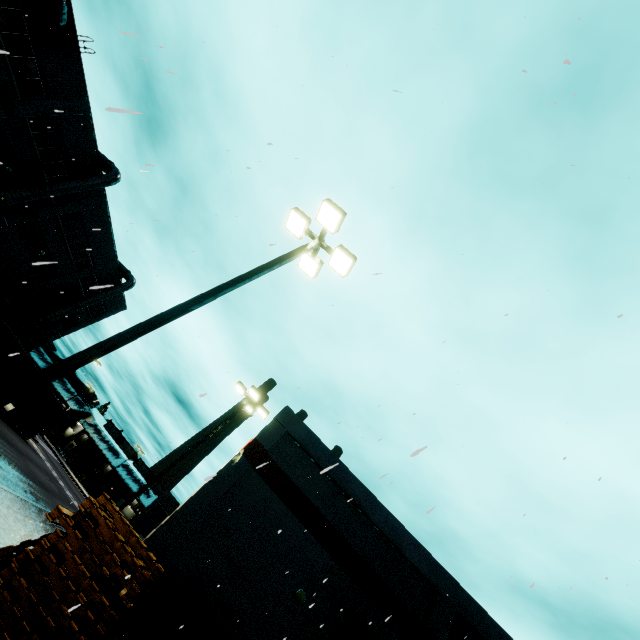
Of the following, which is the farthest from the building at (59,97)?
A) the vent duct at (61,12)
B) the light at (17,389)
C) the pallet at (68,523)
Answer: the light at (17,389)

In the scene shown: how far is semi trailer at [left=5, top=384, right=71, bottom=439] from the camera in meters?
29.4

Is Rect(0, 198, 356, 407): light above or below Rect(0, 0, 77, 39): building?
below

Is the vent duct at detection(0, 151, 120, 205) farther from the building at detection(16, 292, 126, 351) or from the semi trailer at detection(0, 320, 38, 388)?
the semi trailer at detection(0, 320, 38, 388)

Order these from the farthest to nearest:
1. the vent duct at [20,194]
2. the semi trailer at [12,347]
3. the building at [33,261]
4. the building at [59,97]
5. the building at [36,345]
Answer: the building at [36,345] < the building at [33,261] < the semi trailer at [12,347] < the vent duct at [20,194] < the building at [59,97]

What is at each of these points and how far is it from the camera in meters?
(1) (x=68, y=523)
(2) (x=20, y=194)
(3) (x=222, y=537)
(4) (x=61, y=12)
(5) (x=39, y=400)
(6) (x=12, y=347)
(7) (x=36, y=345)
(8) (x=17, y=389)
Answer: (1) pallet, 6.0
(2) vent duct, 23.0
(3) building, 13.5
(4) vent duct, 18.7
(5) semi trailer, 30.3
(6) semi trailer, 24.5
(7) building, 35.2
(8) light, 4.6

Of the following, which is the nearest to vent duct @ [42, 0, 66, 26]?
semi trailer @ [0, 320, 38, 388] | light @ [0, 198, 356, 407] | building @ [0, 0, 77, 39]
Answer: building @ [0, 0, 77, 39]
